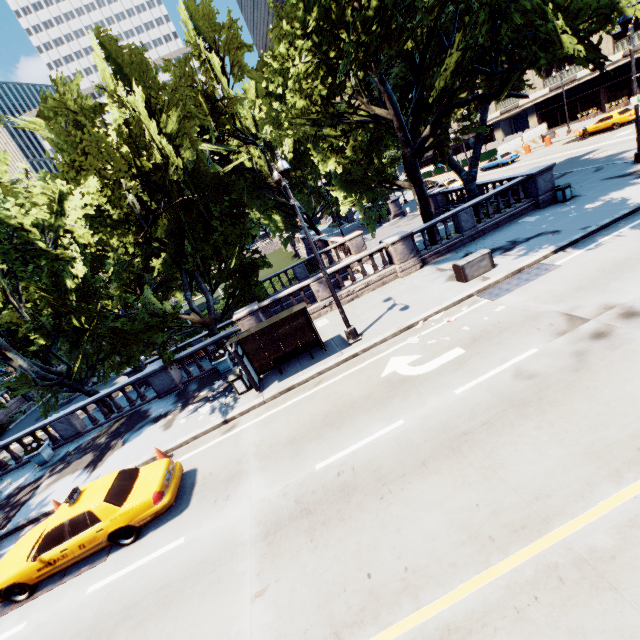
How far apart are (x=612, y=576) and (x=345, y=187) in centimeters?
1710cm

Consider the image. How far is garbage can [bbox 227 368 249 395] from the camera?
13.1 meters

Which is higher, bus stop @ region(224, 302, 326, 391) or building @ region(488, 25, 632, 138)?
building @ region(488, 25, 632, 138)

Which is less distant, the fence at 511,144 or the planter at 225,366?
the planter at 225,366

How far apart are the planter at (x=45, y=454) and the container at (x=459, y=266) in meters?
21.1

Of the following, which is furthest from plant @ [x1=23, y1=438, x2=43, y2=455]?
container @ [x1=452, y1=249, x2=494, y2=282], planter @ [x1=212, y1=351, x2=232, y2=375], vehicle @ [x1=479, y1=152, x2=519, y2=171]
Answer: vehicle @ [x1=479, y1=152, x2=519, y2=171]

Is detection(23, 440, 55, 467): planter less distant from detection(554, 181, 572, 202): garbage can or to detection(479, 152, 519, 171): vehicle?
detection(554, 181, 572, 202): garbage can

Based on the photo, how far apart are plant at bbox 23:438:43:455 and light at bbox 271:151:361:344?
15.60m
